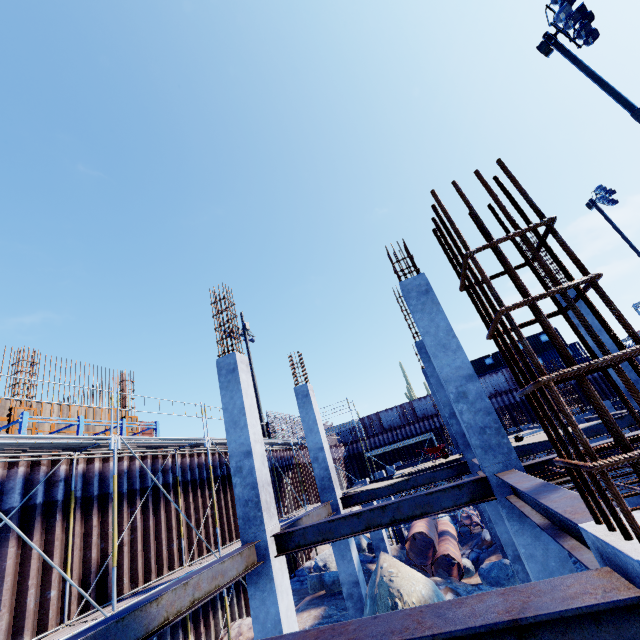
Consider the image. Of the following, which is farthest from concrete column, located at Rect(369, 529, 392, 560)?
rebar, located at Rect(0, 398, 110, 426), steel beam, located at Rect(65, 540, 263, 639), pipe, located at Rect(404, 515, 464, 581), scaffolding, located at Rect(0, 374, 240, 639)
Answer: steel beam, located at Rect(65, 540, 263, 639)

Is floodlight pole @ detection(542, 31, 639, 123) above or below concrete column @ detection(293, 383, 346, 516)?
above

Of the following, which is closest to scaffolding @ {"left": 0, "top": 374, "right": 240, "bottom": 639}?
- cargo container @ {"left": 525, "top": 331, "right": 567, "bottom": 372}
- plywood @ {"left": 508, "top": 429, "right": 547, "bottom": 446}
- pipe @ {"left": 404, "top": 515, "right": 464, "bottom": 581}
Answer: pipe @ {"left": 404, "top": 515, "right": 464, "bottom": 581}

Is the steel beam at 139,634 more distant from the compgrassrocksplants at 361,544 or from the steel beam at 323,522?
the compgrassrocksplants at 361,544

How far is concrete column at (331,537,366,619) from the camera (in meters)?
9.67

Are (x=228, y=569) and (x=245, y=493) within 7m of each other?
yes

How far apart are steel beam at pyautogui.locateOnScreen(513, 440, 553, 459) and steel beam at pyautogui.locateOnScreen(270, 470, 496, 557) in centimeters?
477cm

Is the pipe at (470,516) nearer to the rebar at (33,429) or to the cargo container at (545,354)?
the rebar at (33,429)
